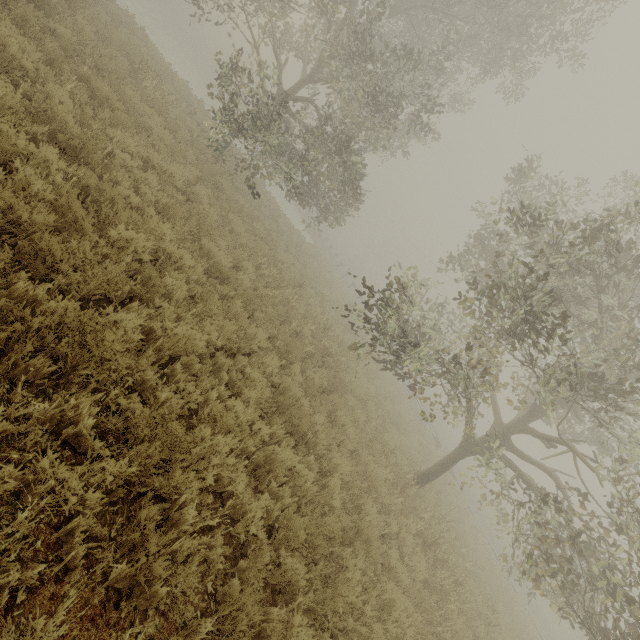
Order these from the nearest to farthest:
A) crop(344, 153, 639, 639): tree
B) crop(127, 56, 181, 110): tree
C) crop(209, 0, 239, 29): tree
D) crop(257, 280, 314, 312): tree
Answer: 1. crop(344, 153, 639, 639): tree
2. crop(257, 280, 314, 312): tree
3. crop(127, 56, 181, 110): tree
4. crop(209, 0, 239, 29): tree

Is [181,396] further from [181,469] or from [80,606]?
[80,606]

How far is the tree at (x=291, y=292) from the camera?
8.91m

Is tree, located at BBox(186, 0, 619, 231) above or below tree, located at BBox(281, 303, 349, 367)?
above

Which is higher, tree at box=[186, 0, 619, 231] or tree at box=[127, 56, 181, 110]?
tree at box=[186, 0, 619, 231]

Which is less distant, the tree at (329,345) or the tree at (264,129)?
the tree at (329,345)

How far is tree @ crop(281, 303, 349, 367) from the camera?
9.0 meters

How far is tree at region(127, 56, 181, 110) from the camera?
9.9m
